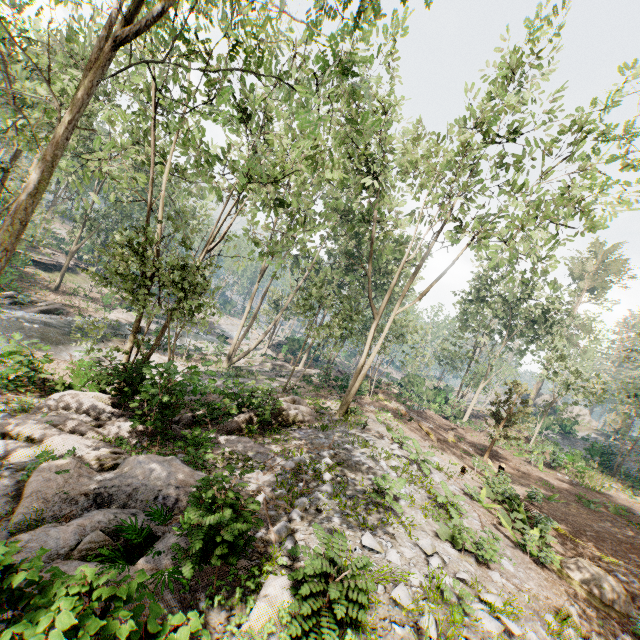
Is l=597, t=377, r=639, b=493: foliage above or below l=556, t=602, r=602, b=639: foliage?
above

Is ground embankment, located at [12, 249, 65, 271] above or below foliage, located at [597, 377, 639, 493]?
below

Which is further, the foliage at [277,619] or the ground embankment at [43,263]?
the ground embankment at [43,263]

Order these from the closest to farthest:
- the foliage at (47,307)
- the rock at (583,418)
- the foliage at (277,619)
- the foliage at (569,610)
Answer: the foliage at (277,619) → the foliage at (569,610) → the foliage at (47,307) → the rock at (583,418)

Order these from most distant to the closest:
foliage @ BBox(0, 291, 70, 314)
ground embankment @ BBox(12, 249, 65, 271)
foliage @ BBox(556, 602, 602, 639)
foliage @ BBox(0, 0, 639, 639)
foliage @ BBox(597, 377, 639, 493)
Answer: ground embankment @ BBox(12, 249, 65, 271)
foliage @ BBox(597, 377, 639, 493)
foliage @ BBox(0, 291, 70, 314)
foliage @ BBox(556, 602, 602, 639)
foliage @ BBox(0, 0, 639, 639)

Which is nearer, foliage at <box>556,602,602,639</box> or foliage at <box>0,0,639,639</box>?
foliage at <box>0,0,639,639</box>

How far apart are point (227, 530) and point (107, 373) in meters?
10.4 m
